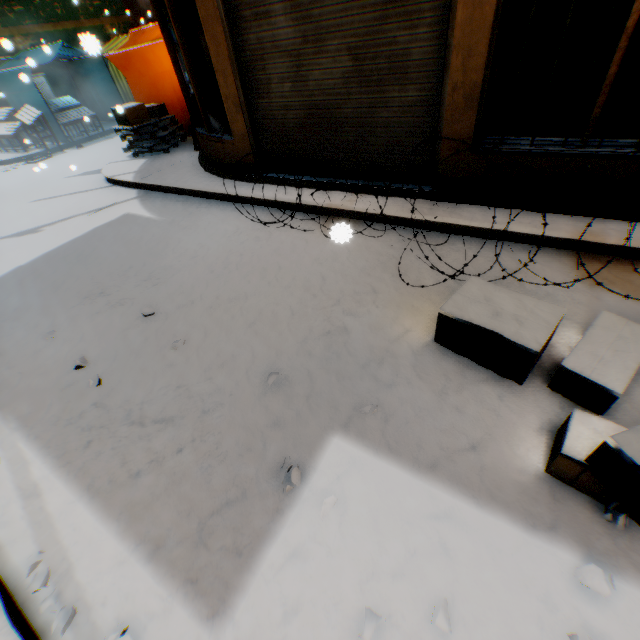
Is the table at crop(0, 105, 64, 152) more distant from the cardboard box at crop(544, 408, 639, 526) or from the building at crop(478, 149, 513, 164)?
the cardboard box at crop(544, 408, 639, 526)

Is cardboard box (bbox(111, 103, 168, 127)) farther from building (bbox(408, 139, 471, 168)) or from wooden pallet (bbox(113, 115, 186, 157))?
building (bbox(408, 139, 471, 168))

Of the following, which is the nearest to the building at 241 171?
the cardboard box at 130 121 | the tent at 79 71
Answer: the tent at 79 71

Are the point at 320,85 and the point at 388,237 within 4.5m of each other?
yes

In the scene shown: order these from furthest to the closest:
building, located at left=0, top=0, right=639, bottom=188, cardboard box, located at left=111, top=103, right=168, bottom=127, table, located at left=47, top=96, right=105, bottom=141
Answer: table, located at left=47, top=96, right=105, bottom=141, cardboard box, located at left=111, top=103, right=168, bottom=127, building, located at left=0, top=0, right=639, bottom=188

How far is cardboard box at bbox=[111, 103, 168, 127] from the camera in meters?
7.7

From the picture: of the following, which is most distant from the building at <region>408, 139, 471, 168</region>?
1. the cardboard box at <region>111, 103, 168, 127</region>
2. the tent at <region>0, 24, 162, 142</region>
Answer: the cardboard box at <region>111, 103, 168, 127</region>

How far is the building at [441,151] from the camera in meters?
3.9 m
